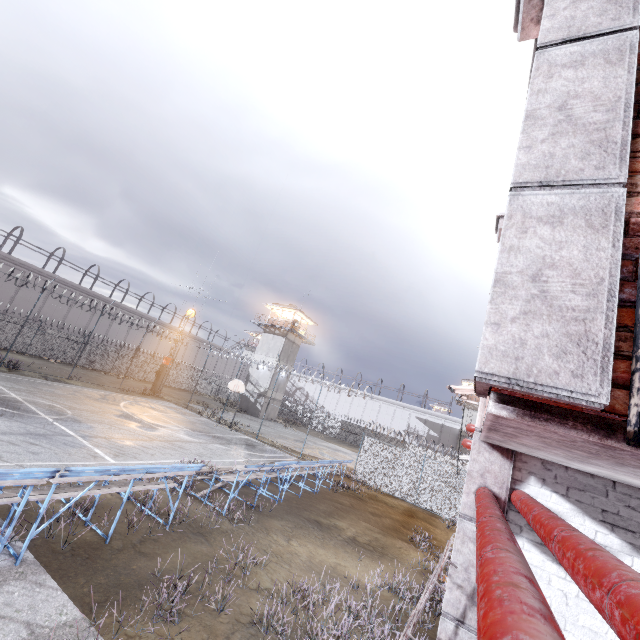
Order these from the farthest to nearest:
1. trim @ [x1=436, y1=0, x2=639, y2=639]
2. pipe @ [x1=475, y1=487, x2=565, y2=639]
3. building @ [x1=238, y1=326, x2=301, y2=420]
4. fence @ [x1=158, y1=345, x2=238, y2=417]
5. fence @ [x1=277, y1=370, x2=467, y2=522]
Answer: building @ [x1=238, y1=326, x2=301, y2=420]
fence @ [x1=158, y1=345, x2=238, y2=417]
fence @ [x1=277, y1=370, x2=467, y2=522]
trim @ [x1=436, y1=0, x2=639, y2=639]
pipe @ [x1=475, y1=487, x2=565, y2=639]

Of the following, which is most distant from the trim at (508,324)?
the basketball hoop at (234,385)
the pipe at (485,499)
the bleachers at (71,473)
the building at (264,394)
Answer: the building at (264,394)

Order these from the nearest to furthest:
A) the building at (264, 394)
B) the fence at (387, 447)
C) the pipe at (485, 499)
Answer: the pipe at (485, 499) < the fence at (387, 447) < the building at (264, 394)

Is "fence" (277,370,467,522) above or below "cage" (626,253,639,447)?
below

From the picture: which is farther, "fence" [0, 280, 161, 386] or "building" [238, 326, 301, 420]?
"building" [238, 326, 301, 420]

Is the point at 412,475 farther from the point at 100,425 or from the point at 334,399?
Answer: the point at 334,399

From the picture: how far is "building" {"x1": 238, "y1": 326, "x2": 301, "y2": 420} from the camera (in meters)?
41.03

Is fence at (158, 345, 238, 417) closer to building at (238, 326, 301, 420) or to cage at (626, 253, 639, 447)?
cage at (626, 253, 639, 447)
